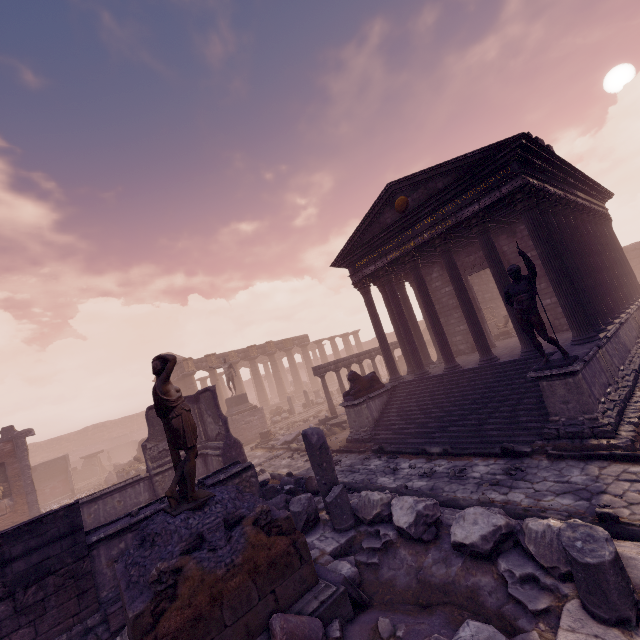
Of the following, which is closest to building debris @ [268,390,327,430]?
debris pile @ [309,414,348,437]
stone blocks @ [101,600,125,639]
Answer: debris pile @ [309,414,348,437]

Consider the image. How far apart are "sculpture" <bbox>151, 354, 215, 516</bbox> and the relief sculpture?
10.5 meters

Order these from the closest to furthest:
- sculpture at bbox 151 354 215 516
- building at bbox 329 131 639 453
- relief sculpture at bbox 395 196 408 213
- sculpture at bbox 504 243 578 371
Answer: sculpture at bbox 151 354 215 516 < sculpture at bbox 504 243 578 371 < building at bbox 329 131 639 453 < relief sculpture at bbox 395 196 408 213

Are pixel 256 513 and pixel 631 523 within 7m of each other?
yes

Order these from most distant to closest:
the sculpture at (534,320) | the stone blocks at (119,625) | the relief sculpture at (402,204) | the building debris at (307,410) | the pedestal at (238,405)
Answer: the building debris at (307,410) → the pedestal at (238,405) → the relief sculpture at (402,204) → the sculpture at (534,320) → the stone blocks at (119,625)

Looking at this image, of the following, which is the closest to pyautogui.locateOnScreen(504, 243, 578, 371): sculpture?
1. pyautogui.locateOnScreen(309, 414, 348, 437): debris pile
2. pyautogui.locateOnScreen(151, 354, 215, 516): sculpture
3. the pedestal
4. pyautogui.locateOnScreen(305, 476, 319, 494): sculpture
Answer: pyautogui.locateOnScreen(305, 476, 319, 494): sculpture

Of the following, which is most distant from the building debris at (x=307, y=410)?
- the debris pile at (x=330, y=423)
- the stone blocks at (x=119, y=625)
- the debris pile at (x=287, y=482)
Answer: the stone blocks at (x=119, y=625)

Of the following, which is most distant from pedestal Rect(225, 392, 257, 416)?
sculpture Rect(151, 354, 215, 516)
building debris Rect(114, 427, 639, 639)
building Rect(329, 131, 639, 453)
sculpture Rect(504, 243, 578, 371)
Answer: sculpture Rect(504, 243, 578, 371)
